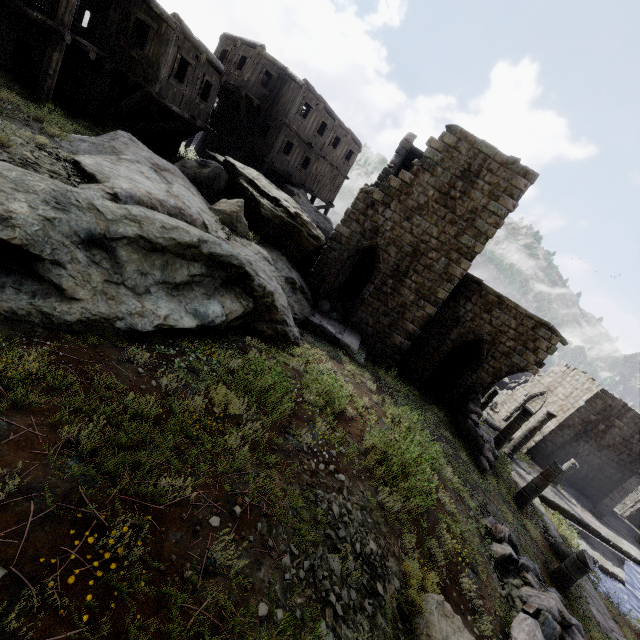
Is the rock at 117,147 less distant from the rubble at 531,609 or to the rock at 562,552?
the rubble at 531,609

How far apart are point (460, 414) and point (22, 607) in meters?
16.9 m

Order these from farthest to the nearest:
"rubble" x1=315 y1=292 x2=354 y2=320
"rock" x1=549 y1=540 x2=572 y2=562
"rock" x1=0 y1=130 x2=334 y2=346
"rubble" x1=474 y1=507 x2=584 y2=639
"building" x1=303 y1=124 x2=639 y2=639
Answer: "rubble" x1=315 y1=292 x2=354 y2=320 < "building" x1=303 y1=124 x2=639 y2=639 < "rock" x1=549 y1=540 x2=572 y2=562 < "rubble" x1=474 y1=507 x2=584 y2=639 < "rock" x1=0 y1=130 x2=334 y2=346

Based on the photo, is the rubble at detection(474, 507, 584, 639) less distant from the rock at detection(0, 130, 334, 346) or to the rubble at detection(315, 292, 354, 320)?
the rock at detection(0, 130, 334, 346)

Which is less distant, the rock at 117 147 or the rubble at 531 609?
the rock at 117 147

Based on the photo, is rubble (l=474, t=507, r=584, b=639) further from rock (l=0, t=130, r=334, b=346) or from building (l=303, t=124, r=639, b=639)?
rock (l=0, t=130, r=334, b=346)

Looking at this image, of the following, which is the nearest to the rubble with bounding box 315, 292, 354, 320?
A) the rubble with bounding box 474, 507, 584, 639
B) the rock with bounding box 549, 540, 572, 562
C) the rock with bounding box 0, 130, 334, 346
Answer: the rock with bounding box 0, 130, 334, 346

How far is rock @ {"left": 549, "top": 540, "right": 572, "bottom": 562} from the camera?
12.7 meters
